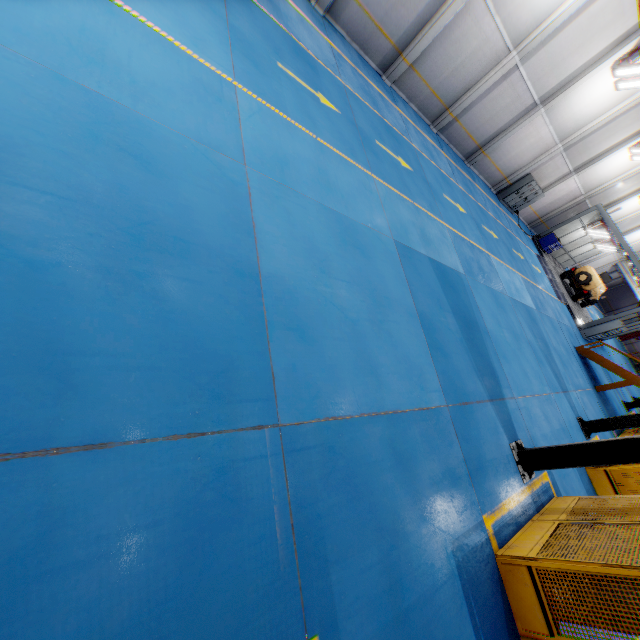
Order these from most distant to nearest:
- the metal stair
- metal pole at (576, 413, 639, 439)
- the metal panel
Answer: the metal stair, metal pole at (576, 413, 639, 439), the metal panel

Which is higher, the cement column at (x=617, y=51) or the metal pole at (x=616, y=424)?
the cement column at (x=617, y=51)

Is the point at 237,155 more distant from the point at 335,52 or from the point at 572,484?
the point at 572,484

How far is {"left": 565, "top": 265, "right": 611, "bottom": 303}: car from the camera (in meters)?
24.39

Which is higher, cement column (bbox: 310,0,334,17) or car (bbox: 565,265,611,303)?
car (bbox: 565,265,611,303)

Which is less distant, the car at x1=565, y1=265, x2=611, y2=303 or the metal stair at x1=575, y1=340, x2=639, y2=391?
the metal stair at x1=575, y1=340, x2=639, y2=391

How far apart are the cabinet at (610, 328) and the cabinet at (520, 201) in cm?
951

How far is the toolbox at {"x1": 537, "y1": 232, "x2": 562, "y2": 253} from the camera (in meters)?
24.57
